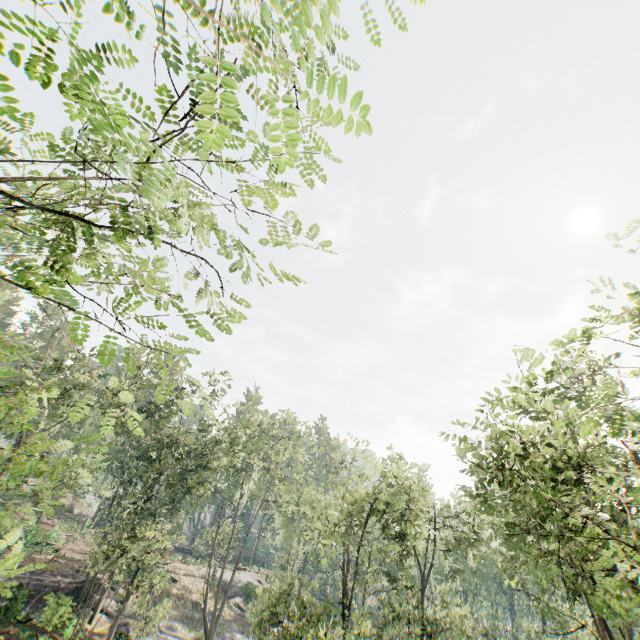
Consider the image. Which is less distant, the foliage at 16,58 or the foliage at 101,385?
the foliage at 16,58

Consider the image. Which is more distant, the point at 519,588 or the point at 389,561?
the point at 519,588

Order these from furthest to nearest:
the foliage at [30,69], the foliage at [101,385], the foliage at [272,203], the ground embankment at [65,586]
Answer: the ground embankment at [65,586], the foliage at [272,203], the foliage at [101,385], the foliage at [30,69]

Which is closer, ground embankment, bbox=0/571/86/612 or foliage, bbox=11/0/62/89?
foliage, bbox=11/0/62/89

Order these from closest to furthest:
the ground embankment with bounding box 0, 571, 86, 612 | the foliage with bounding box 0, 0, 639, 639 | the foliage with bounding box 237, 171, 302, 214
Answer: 1. the foliage with bounding box 0, 0, 639, 639
2. the foliage with bounding box 237, 171, 302, 214
3. the ground embankment with bounding box 0, 571, 86, 612

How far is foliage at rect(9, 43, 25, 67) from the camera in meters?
2.0 m

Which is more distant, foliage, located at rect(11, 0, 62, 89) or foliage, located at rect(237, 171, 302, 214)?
foliage, located at rect(237, 171, 302, 214)
